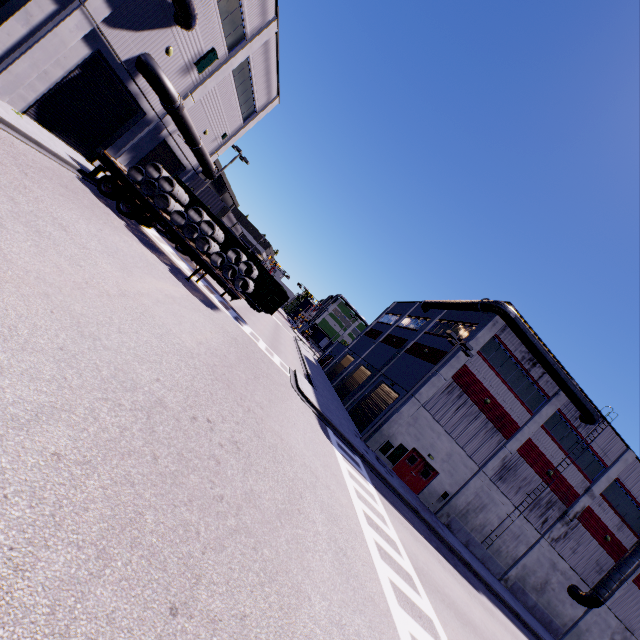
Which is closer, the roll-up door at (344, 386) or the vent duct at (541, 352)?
the vent duct at (541, 352)

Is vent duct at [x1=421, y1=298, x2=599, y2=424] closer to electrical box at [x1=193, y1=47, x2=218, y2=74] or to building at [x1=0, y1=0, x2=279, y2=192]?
building at [x1=0, y1=0, x2=279, y2=192]

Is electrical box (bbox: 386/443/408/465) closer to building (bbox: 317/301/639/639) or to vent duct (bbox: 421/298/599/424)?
building (bbox: 317/301/639/639)

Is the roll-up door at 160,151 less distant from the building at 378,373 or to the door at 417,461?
the building at 378,373

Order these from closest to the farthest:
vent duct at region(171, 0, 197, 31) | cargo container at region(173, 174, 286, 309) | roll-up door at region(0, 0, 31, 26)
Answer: roll-up door at region(0, 0, 31, 26), vent duct at region(171, 0, 197, 31), cargo container at region(173, 174, 286, 309)

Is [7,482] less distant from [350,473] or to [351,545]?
[351,545]

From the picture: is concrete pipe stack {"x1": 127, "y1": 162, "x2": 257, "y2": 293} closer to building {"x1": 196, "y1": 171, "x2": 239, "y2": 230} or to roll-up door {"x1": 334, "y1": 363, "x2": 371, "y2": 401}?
roll-up door {"x1": 334, "y1": 363, "x2": 371, "y2": 401}

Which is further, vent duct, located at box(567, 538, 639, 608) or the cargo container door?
vent duct, located at box(567, 538, 639, 608)
